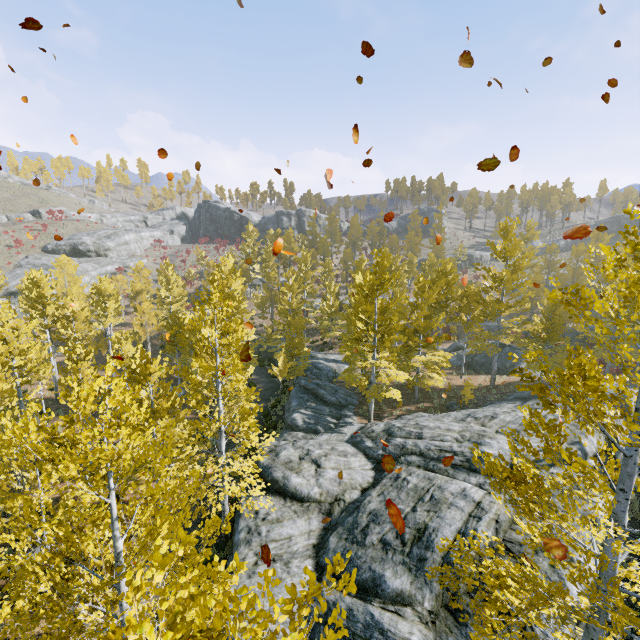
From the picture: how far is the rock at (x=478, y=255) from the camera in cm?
5712

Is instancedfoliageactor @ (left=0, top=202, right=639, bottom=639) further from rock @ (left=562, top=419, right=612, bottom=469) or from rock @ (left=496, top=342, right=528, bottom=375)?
rock @ (left=496, top=342, right=528, bottom=375)

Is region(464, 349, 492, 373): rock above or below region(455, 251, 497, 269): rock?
below

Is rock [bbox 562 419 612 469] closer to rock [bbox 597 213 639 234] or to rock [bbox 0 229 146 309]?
rock [bbox 0 229 146 309]

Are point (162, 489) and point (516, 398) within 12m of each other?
no

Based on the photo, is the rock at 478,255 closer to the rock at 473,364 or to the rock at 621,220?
the rock at 621,220

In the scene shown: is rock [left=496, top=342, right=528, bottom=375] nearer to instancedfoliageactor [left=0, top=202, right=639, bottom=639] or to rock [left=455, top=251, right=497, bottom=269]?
instancedfoliageactor [left=0, top=202, right=639, bottom=639]

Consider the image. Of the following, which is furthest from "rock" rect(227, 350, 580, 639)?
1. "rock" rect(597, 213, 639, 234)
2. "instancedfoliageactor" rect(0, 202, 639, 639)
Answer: "rock" rect(597, 213, 639, 234)
